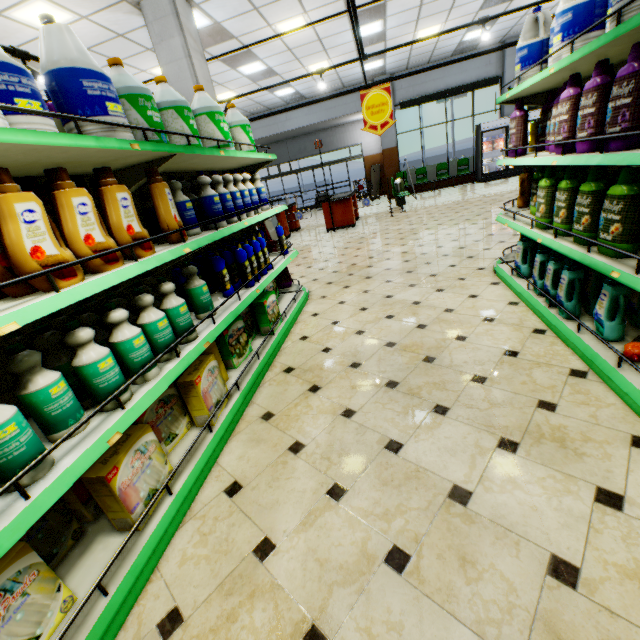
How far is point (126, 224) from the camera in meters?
1.7 m

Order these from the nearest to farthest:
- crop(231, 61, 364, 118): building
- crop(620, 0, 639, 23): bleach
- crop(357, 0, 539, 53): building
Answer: crop(620, 0, 639, 23): bleach < crop(357, 0, 539, 53): building < crop(231, 61, 364, 118): building

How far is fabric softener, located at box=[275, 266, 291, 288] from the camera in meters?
4.8

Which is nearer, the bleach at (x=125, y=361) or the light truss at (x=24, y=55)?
the bleach at (x=125, y=361)

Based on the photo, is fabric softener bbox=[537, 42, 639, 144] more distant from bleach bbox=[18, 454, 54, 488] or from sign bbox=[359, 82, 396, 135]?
sign bbox=[359, 82, 396, 135]

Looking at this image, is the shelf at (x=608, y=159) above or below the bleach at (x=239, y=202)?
below

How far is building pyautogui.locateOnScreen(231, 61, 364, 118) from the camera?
12.0m

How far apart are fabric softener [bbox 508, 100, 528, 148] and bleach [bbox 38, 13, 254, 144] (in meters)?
3.18
